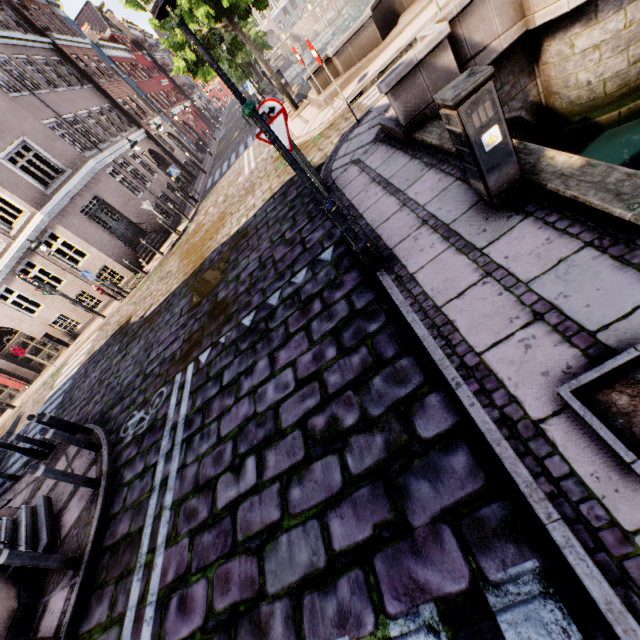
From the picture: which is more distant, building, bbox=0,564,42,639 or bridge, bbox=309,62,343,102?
bridge, bbox=309,62,343,102

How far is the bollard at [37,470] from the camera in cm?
513

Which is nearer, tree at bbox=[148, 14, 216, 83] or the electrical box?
the electrical box

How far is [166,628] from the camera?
3.23m

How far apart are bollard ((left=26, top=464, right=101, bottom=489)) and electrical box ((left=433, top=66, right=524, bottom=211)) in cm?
738

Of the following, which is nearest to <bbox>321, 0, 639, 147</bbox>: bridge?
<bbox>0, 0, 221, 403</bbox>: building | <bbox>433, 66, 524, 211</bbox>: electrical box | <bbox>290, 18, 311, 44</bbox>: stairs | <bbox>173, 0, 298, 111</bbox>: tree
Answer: <bbox>173, 0, 298, 111</bbox>: tree

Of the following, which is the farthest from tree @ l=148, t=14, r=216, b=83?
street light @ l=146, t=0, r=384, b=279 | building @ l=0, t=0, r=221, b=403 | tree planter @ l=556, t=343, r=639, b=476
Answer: building @ l=0, t=0, r=221, b=403

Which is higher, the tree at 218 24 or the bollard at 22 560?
the tree at 218 24
